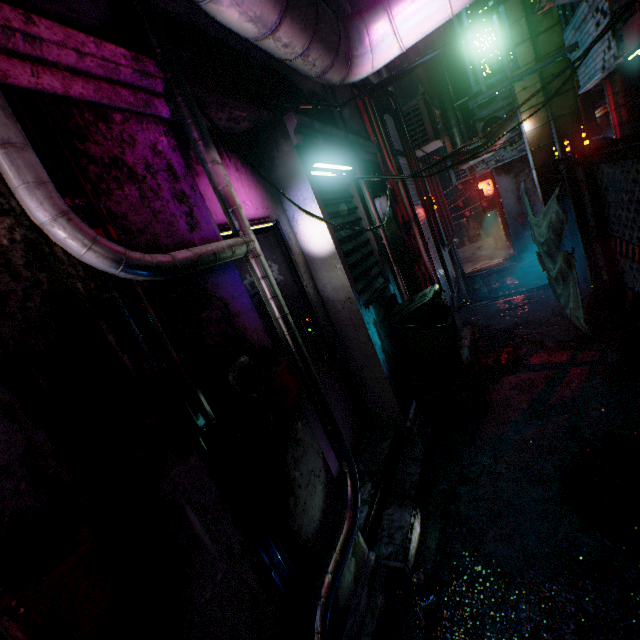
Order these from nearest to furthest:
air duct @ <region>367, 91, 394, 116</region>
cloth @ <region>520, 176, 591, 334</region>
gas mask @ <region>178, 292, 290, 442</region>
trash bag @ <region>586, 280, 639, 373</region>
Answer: gas mask @ <region>178, 292, 290, 442</region>, cloth @ <region>520, 176, 591, 334</region>, trash bag @ <region>586, 280, 639, 373</region>, air duct @ <region>367, 91, 394, 116</region>

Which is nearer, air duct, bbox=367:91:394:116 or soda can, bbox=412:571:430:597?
soda can, bbox=412:571:430:597

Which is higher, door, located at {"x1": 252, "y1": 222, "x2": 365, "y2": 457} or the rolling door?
the rolling door

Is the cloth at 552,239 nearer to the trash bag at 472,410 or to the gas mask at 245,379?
the trash bag at 472,410

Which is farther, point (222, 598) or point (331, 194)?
point (331, 194)

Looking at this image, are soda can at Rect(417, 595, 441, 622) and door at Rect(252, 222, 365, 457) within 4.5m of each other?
yes

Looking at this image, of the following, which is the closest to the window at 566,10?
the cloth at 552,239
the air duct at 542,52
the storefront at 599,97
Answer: the air duct at 542,52

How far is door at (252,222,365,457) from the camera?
2.5 meters
